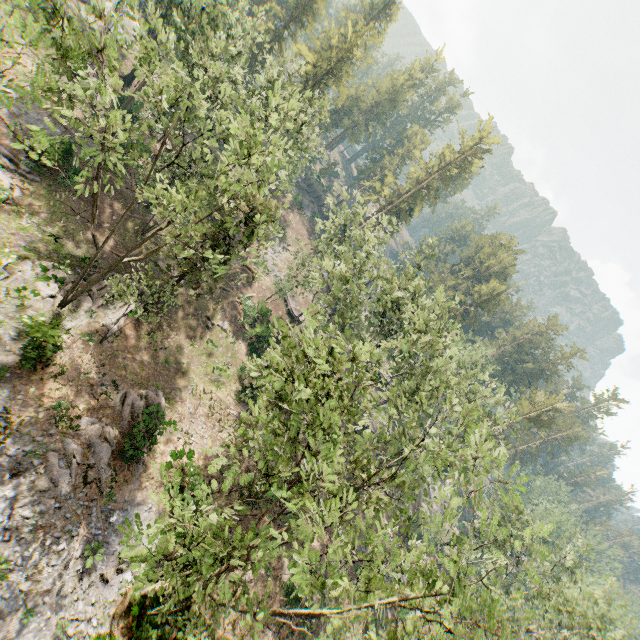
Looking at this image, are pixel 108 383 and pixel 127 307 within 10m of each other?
yes

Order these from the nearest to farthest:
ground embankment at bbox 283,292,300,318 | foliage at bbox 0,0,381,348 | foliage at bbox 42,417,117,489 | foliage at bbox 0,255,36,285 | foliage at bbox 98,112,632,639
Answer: foliage at bbox 98,112,632,639, foliage at bbox 0,0,381,348, foliage at bbox 42,417,117,489, foliage at bbox 0,255,36,285, ground embankment at bbox 283,292,300,318

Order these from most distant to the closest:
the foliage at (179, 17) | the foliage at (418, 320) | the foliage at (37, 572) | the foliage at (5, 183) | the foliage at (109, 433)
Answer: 1. the foliage at (5, 183)
2. the foliage at (109, 433)
3. the foliage at (37, 572)
4. the foliage at (179, 17)
5. the foliage at (418, 320)

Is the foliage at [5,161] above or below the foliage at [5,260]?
below

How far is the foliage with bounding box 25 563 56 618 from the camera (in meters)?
14.10

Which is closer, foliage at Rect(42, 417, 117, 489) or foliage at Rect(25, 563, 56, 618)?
foliage at Rect(25, 563, 56, 618)

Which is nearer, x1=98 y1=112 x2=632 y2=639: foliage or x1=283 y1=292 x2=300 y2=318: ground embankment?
x1=98 y1=112 x2=632 y2=639: foliage
